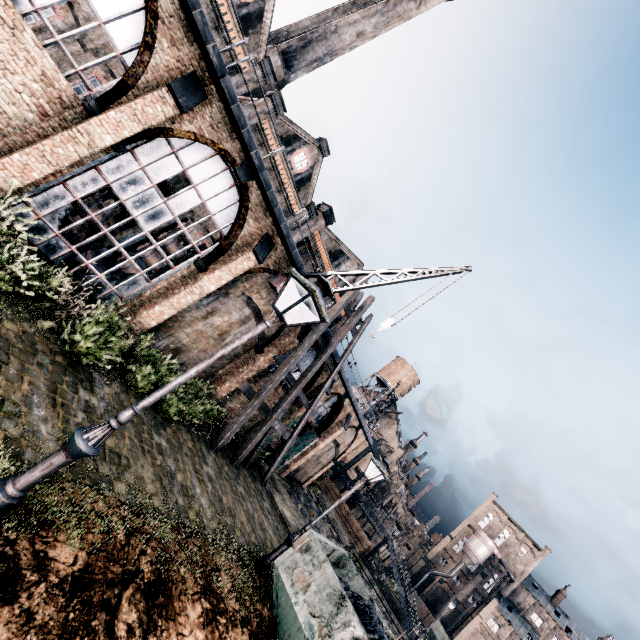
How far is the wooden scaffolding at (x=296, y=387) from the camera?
15.5 meters

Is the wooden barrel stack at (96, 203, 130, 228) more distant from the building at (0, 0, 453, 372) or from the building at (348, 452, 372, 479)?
the building at (348, 452, 372, 479)

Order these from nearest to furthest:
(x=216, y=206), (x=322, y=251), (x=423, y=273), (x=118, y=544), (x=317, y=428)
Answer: (x=118, y=544) < (x=216, y=206) < (x=423, y=273) < (x=317, y=428) < (x=322, y=251)

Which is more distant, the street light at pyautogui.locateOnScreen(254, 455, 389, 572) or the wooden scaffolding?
the wooden scaffolding

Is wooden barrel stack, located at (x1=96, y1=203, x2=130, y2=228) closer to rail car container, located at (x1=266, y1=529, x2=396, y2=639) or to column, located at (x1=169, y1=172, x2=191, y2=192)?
column, located at (x1=169, y1=172, x2=191, y2=192)

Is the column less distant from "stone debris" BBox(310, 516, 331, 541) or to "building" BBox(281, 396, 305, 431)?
"building" BBox(281, 396, 305, 431)

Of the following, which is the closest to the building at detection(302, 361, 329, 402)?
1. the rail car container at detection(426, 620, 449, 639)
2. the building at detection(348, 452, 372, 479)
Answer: the building at detection(348, 452, 372, 479)

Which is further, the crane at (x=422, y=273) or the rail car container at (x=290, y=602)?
the crane at (x=422, y=273)
